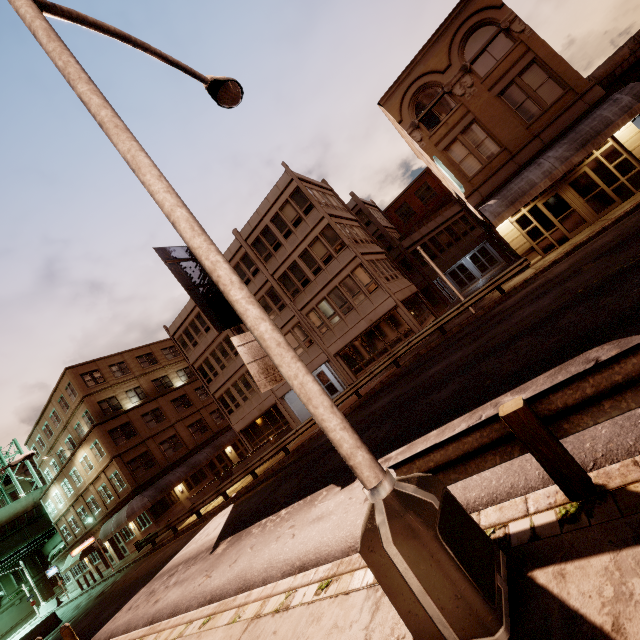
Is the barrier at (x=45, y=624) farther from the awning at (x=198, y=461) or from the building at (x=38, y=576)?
the building at (x=38, y=576)

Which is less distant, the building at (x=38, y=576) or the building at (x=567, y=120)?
the building at (x=567, y=120)

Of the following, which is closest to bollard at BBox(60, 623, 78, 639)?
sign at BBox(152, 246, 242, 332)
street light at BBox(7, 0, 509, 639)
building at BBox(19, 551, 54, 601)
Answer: street light at BBox(7, 0, 509, 639)

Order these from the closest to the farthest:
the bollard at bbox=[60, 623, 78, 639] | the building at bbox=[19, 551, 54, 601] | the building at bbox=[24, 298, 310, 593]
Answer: the bollard at bbox=[60, 623, 78, 639] < the building at bbox=[24, 298, 310, 593] < the building at bbox=[19, 551, 54, 601]

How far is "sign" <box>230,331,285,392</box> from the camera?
3.2 meters

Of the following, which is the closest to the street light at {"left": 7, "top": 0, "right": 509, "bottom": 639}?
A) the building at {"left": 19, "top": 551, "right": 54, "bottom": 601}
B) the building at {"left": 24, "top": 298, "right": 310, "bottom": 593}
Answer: the building at {"left": 24, "top": 298, "right": 310, "bottom": 593}

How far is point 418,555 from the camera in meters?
2.6

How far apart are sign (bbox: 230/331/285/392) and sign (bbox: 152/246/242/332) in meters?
0.1
